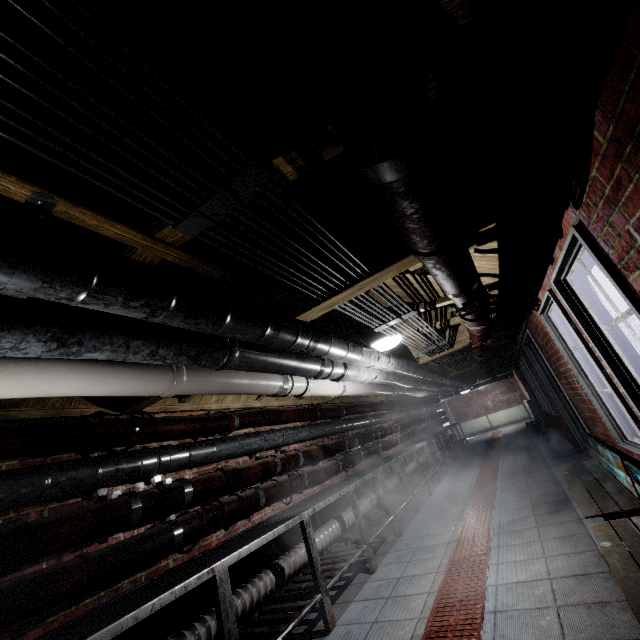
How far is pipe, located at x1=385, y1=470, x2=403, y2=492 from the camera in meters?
5.5

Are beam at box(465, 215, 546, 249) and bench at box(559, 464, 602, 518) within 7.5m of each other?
yes

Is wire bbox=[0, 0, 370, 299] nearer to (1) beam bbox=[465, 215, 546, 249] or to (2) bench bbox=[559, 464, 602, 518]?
(1) beam bbox=[465, 215, 546, 249]

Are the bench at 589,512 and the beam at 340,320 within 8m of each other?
yes

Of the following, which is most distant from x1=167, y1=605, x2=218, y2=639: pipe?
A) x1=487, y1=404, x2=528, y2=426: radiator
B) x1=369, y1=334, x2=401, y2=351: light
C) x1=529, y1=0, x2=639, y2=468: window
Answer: x1=487, y1=404, x2=528, y2=426: radiator

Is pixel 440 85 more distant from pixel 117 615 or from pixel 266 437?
pixel 266 437

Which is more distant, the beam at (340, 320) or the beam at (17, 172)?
the beam at (340, 320)

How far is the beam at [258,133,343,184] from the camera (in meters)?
1.08
